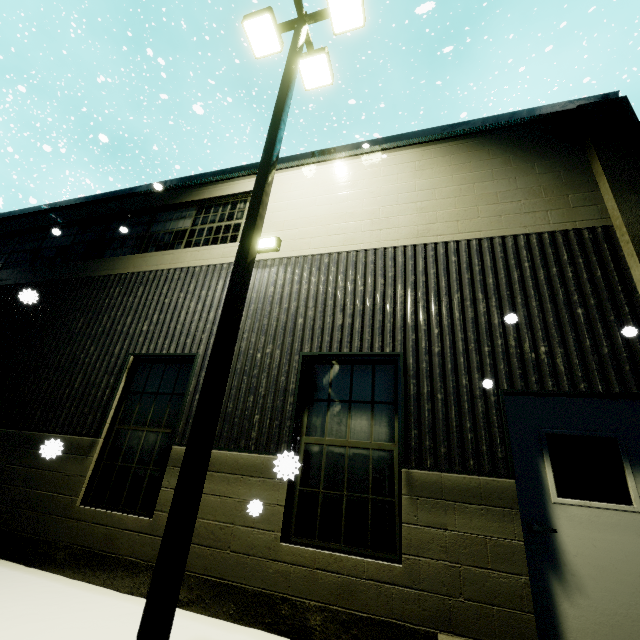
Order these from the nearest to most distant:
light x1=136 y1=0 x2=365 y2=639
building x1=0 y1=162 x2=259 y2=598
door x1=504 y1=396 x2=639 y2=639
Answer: light x1=136 y1=0 x2=365 y2=639
door x1=504 y1=396 x2=639 y2=639
building x1=0 y1=162 x2=259 y2=598

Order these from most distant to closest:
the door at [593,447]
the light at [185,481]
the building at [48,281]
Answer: Result:
1. the building at [48,281]
2. the door at [593,447]
3. the light at [185,481]

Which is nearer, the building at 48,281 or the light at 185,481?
the light at 185,481

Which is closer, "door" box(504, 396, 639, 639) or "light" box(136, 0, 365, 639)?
"light" box(136, 0, 365, 639)

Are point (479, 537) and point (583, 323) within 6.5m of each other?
yes

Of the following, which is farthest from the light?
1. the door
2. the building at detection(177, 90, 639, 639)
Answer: the door

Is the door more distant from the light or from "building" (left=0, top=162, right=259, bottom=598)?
the light
